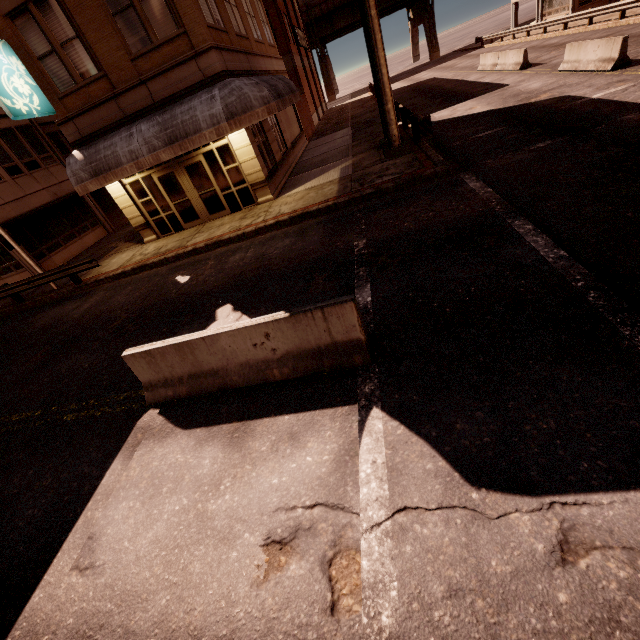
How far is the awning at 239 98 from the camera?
10.88m

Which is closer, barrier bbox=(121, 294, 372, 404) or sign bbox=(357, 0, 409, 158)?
barrier bbox=(121, 294, 372, 404)

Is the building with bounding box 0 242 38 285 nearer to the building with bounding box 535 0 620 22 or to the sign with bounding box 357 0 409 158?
the sign with bounding box 357 0 409 158

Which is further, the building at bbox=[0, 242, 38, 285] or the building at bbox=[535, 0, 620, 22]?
the building at bbox=[535, 0, 620, 22]

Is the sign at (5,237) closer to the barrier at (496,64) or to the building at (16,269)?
the building at (16,269)

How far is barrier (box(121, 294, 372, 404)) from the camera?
4.54m

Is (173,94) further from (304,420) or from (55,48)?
(304,420)

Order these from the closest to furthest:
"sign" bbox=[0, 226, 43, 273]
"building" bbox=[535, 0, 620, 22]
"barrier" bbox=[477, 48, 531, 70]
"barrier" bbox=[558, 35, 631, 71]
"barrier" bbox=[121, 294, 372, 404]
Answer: "barrier" bbox=[121, 294, 372, 404] → "barrier" bbox=[558, 35, 631, 71] → "sign" bbox=[0, 226, 43, 273] → "barrier" bbox=[477, 48, 531, 70] → "building" bbox=[535, 0, 620, 22]
